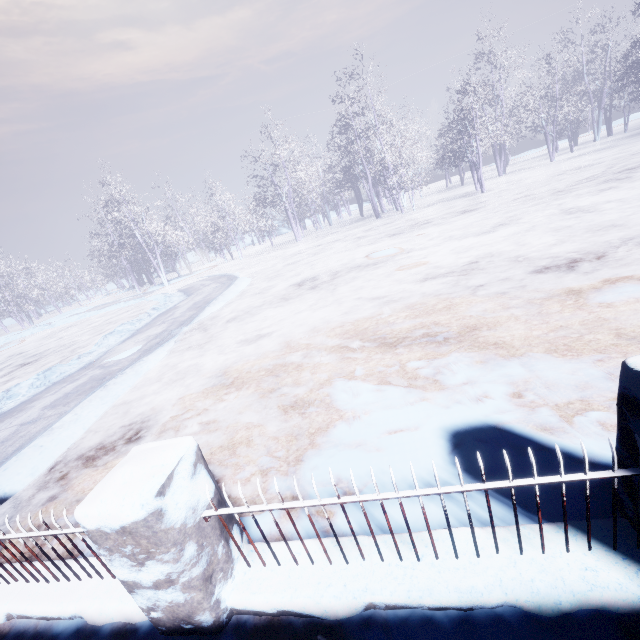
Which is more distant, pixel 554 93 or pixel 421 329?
pixel 554 93
